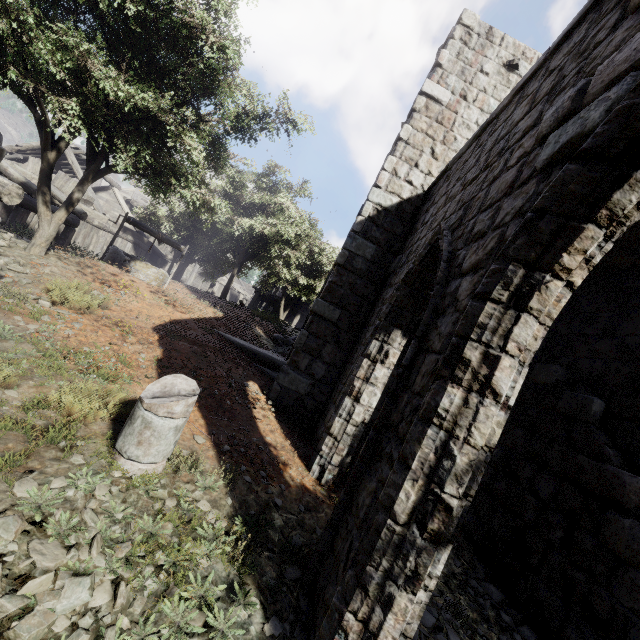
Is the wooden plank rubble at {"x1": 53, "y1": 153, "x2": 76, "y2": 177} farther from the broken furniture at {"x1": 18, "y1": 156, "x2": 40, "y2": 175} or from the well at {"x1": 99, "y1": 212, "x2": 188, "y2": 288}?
the well at {"x1": 99, "y1": 212, "x2": 188, "y2": 288}

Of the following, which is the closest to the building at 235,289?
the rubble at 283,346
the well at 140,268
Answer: the rubble at 283,346

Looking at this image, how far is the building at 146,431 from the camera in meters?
3.2

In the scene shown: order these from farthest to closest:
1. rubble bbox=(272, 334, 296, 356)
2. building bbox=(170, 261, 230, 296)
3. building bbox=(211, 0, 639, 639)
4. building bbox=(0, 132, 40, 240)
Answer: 1. building bbox=(170, 261, 230, 296)
2. rubble bbox=(272, 334, 296, 356)
3. building bbox=(0, 132, 40, 240)
4. building bbox=(211, 0, 639, 639)

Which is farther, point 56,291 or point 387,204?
point 387,204

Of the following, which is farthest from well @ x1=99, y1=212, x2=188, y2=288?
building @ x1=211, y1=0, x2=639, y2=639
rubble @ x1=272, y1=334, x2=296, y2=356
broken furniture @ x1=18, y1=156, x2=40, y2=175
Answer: broken furniture @ x1=18, y1=156, x2=40, y2=175

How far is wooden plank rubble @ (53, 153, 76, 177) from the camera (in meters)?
20.80

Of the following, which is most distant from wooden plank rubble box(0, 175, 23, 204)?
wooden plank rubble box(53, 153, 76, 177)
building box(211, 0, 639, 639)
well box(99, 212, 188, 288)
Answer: wooden plank rubble box(53, 153, 76, 177)
